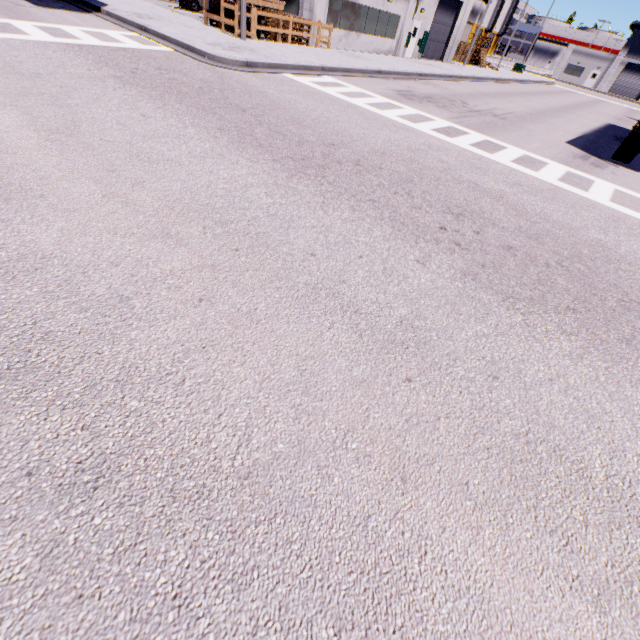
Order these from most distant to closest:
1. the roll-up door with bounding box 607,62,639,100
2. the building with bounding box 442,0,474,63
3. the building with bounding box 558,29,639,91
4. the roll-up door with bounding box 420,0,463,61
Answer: the roll-up door with bounding box 607,62,639,100, the building with bounding box 558,29,639,91, the building with bounding box 442,0,474,63, the roll-up door with bounding box 420,0,463,61

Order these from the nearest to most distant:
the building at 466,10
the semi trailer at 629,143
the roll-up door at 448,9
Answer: the semi trailer at 629,143 → the roll-up door at 448,9 → the building at 466,10

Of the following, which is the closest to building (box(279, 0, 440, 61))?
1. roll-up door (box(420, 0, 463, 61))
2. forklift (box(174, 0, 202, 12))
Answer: roll-up door (box(420, 0, 463, 61))

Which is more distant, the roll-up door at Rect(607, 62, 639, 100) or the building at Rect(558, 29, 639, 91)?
the roll-up door at Rect(607, 62, 639, 100)

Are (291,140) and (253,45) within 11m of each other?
no

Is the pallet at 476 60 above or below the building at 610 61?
below

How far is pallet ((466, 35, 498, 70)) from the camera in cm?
3675
